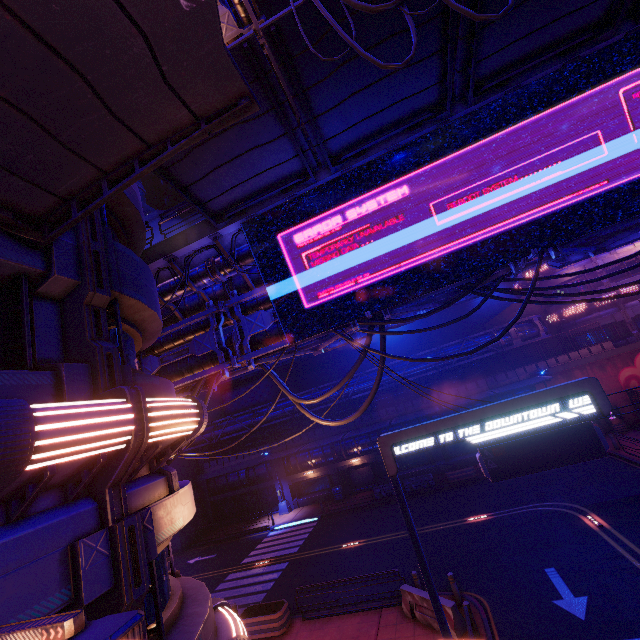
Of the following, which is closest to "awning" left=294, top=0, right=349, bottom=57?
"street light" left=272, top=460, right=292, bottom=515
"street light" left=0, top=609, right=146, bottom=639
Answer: "street light" left=0, top=609, right=146, bottom=639

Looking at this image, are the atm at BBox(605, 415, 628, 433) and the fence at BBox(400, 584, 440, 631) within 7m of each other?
no

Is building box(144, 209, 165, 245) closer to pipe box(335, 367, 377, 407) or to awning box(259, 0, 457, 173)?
pipe box(335, 367, 377, 407)

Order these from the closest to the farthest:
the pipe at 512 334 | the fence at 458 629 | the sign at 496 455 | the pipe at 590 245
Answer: the sign at 496 455, the pipe at 590 245, the fence at 458 629, the pipe at 512 334

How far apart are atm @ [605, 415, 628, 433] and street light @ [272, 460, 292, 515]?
28.2m

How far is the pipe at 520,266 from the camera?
9.2m

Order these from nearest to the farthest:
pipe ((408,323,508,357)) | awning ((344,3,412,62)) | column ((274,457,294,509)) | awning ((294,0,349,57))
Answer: awning ((294,0,349,57)), awning ((344,3,412,62)), pipe ((408,323,508,357)), column ((274,457,294,509))

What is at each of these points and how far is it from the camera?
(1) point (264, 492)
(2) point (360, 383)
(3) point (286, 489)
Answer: (1) vent, 33.8 meters
(2) pipe, 31.8 meters
(3) column, 32.5 meters
